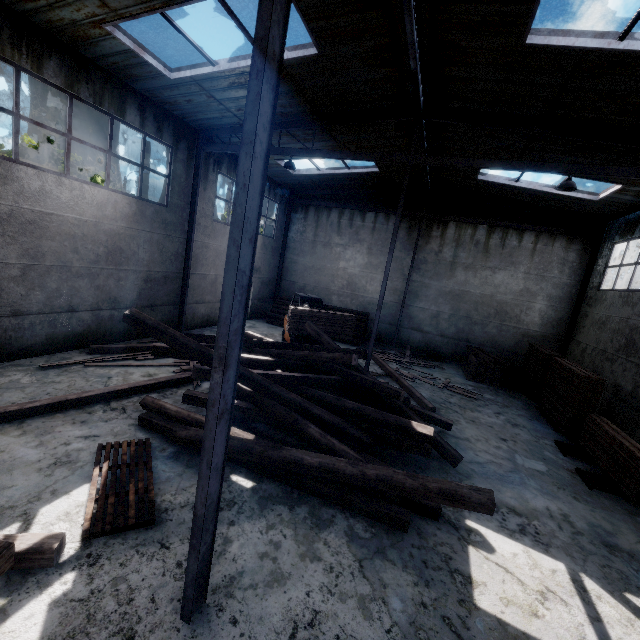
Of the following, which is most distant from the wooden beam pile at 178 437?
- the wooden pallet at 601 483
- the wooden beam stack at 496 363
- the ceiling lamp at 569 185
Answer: the ceiling lamp at 569 185

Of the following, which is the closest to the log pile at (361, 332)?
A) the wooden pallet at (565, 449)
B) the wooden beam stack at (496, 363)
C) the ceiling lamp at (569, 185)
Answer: the wooden beam stack at (496, 363)

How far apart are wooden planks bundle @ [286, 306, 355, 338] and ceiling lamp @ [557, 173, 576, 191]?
7.29m

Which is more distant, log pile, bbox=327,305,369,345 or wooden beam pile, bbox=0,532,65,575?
log pile, bbox=327,305,369,345

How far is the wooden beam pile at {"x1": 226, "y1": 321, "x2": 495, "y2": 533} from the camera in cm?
485

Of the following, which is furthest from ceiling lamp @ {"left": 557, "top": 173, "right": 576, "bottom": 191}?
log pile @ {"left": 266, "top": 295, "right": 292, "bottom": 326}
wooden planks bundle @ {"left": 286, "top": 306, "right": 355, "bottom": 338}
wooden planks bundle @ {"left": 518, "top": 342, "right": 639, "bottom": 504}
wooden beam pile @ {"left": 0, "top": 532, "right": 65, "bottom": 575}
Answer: wooden beam pile @ {"left": 0, "top": 532, "right": 65, "bottom": 575}

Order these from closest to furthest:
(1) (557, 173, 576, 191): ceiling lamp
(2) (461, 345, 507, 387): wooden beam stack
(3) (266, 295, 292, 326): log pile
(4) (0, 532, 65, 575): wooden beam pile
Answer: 1. (4) (0, 532, 65, 575): wooden beam pile
2. (1) (557, 173, 576, 191): ceiling lamp
3. (2) (461, 345, 507, 387): wooden beam stack
4. (3) (266, 295, 292, 326): log pile

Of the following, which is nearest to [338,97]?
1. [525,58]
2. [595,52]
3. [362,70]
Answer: [362,70]
